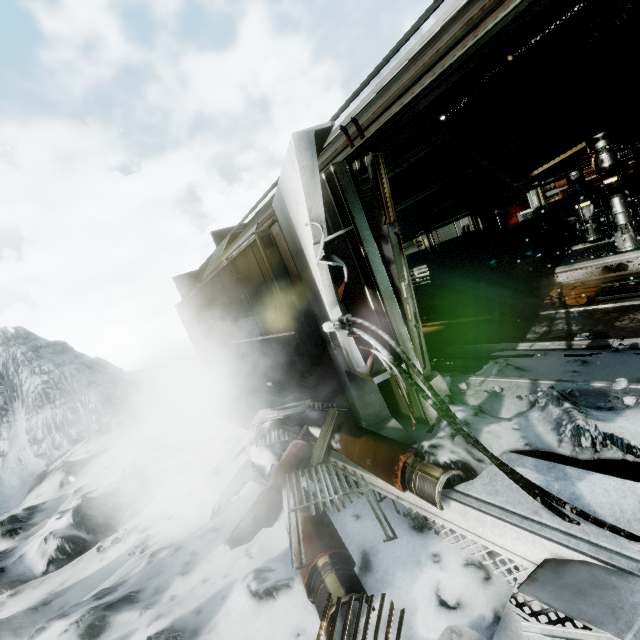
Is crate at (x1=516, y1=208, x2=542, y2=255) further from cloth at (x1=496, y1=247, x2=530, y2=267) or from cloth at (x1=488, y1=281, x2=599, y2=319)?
cloth at (x1=488, y1=281, x2=599, y2=319)

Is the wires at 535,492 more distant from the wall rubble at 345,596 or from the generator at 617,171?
the generator at 617,171

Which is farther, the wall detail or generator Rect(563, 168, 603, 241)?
generator Rect(563, 168, 603, 241)

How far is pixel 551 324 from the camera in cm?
562

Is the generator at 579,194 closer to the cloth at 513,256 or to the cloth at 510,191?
the cloth at 513,256

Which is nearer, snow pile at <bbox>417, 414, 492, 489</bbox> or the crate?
snow pile at <bbox>417, 414, 492, 489</bbox>

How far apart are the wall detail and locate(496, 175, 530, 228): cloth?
9.55m

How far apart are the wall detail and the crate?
9.04m
